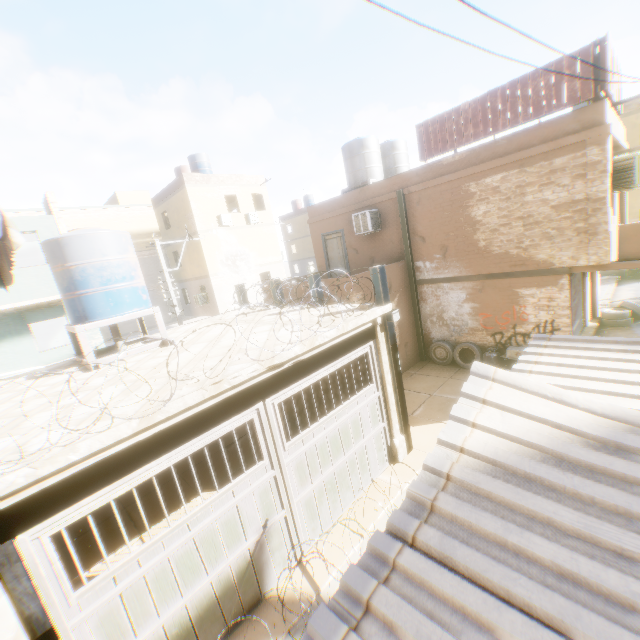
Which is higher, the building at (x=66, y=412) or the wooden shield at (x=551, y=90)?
the wooden shield at (x=551, y=90)

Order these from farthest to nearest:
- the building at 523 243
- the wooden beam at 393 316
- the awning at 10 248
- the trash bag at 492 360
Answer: the trash bag at 492 360, the wooden beam at 393 316, the awning at 10 248, the building at 523 243

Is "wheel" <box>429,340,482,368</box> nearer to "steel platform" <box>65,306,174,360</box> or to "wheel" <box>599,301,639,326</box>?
"wheel" <box>599,301,639,326</box>

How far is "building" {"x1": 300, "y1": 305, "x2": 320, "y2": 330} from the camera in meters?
6.4 m

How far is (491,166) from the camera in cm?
956

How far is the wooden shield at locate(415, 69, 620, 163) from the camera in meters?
8.0 m

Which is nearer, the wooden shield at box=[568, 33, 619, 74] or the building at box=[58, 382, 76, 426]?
the building at box=[58, 382, 76, 426]

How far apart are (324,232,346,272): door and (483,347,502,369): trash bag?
6.64m
